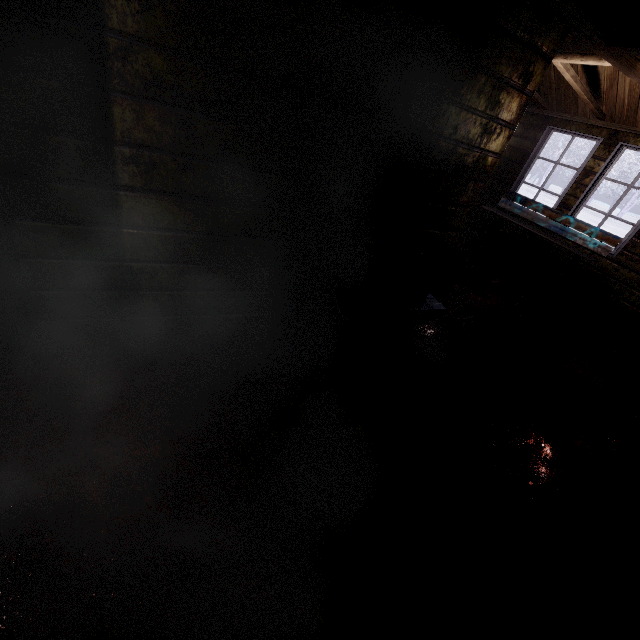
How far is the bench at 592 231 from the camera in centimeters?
448cm

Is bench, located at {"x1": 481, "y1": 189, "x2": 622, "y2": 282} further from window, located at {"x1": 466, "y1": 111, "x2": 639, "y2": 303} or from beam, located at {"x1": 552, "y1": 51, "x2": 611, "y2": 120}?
beam, located at {"x1": 552, "y1": 51, "x2": 611, "y2": 120}

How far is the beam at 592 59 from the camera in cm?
324

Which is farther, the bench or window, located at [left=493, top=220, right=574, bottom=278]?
window, located at [left=493, top=220, right=574, bottom=278]

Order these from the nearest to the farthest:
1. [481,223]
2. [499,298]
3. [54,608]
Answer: [54,608] < [499,298] < [481,223]

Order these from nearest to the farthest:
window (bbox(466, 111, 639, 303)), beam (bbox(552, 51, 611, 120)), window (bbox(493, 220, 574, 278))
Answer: beam (bbox(552, 51, 611, 120)), window (bbox(466, 111, 639, 303)), window (bbox(493, 220, 574, 278))

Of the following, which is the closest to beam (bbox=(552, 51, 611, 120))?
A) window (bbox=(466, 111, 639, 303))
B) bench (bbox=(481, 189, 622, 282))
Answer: window (bbox=(466, 111, 639, 303))
